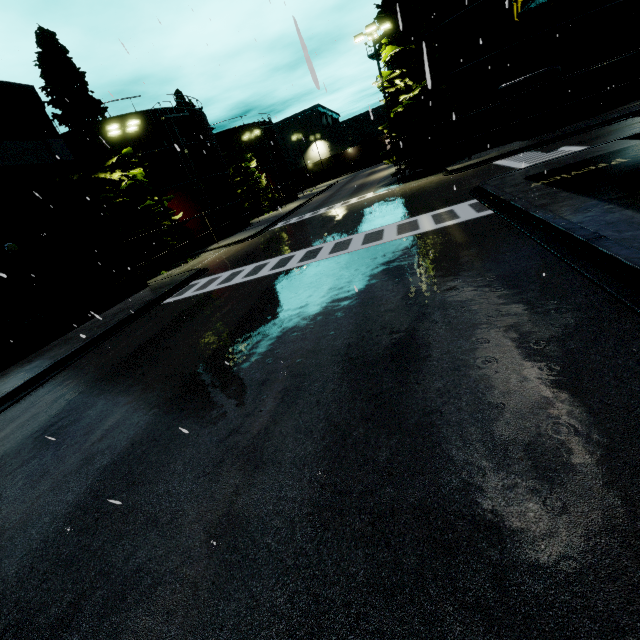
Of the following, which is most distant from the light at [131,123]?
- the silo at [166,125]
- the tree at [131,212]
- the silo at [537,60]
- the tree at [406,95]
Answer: the tree at [406,95]

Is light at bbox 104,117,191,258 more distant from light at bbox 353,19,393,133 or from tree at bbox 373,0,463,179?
tree at bbox 373,0,463,179

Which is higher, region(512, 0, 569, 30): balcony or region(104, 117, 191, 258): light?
region(104, 117, 191, 258): light

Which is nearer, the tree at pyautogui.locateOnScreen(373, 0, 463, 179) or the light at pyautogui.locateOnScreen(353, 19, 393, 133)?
the light at pyautogui.locateOnScreen(353, 19, 393, 133)

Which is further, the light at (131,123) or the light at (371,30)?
the light at (131,123)

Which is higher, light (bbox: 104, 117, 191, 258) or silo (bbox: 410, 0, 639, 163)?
light (bbox: 104, 117, 191, 258)

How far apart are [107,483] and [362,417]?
4.01m

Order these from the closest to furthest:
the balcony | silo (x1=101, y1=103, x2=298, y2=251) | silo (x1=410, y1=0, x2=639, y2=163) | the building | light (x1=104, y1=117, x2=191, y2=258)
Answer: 1. the balcony
2. the building
3. silo (x1=410, y1=0, x2=639, y2=163)
4. light (x1=104, y1=117, x2=191, y2=258)
5. silo (x1=101, y1=103, x2=298, y2=251)
